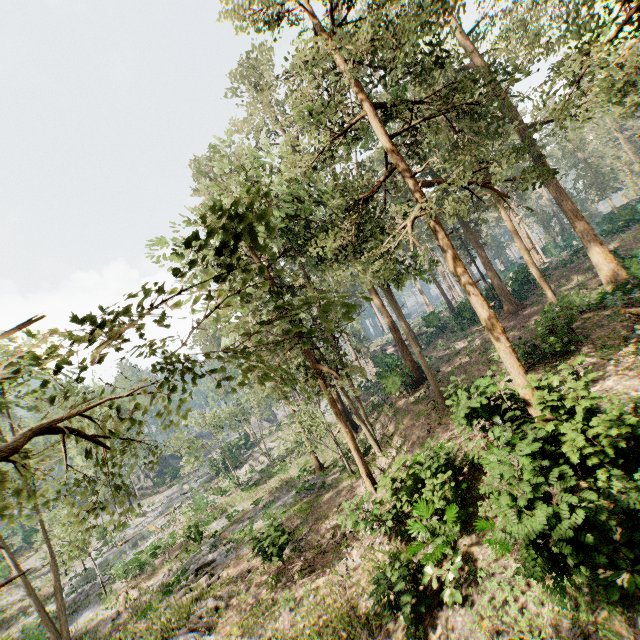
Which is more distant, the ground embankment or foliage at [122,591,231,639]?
the ground embankment

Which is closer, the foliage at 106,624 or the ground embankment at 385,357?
the foliage at 106,624

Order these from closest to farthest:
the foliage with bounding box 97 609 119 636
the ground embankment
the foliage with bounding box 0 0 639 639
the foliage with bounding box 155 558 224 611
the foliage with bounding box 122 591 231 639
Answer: the foliage with bounding box 0 0 639 639
the foliage with bounding box 122 591 231 639
the foliage with bounding box 155 558 224 611
the foliage with bounding box 97 609 119 636
the ground embankment

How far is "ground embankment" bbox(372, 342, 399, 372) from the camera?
33.4 meters

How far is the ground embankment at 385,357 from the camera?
33.44m

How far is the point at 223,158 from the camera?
30.08m

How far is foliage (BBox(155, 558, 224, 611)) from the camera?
16.3 meters

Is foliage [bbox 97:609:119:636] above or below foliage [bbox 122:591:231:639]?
below
